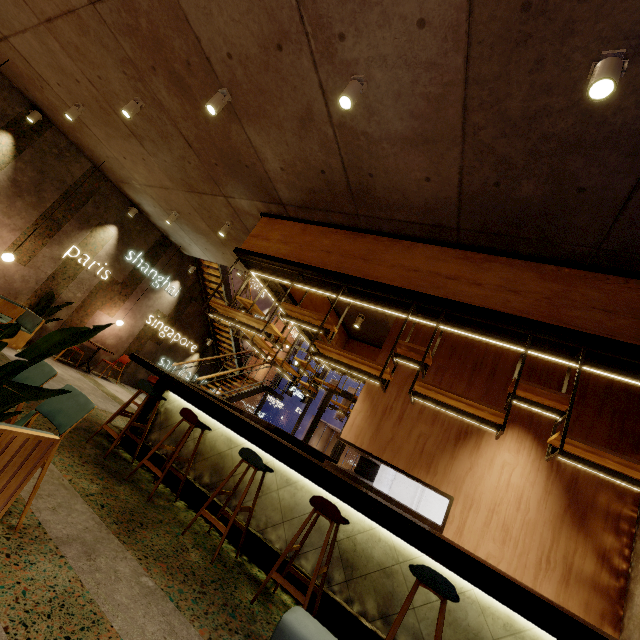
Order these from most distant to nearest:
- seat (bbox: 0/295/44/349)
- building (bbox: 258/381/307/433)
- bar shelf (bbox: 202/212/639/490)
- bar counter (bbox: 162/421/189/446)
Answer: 1. building (bbox: 258/381/307/433)
2. seat (bbox: 0/295/44/349)
3. bar counter (bbox: 162/421/189/446)
4. bar shelf (bbox: 202/212/639/490)

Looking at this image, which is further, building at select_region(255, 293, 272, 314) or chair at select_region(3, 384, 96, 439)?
building at select_region(255, 293, 272, 314)

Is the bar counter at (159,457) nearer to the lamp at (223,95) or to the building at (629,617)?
the building at (629,617)

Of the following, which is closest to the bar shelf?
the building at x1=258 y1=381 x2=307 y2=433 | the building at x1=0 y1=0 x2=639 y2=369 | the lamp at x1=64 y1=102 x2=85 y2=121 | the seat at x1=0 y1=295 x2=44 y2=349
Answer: the building at x1=0 y1=0 x2=639 y2=369

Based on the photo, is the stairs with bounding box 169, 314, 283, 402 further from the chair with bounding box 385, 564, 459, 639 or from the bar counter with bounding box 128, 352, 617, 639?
the chair with bounding box 385, 564, 459, 639

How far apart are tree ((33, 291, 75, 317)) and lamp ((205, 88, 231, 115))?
6.7m

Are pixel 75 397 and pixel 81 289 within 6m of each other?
no

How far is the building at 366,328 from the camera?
7.7m
